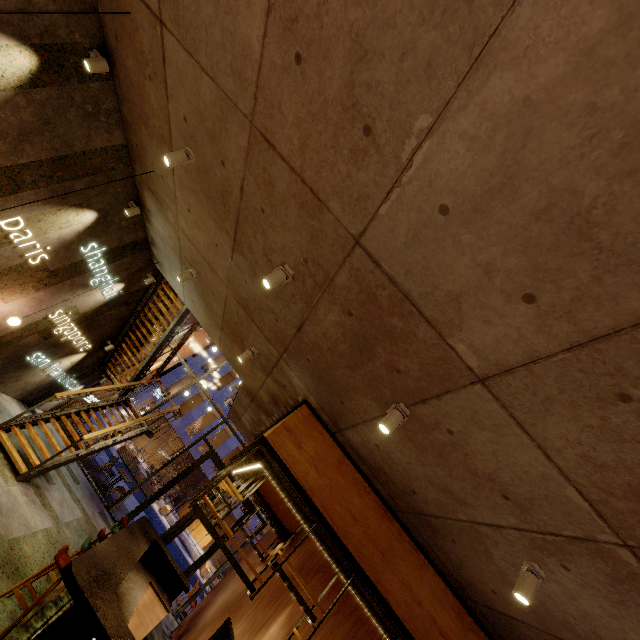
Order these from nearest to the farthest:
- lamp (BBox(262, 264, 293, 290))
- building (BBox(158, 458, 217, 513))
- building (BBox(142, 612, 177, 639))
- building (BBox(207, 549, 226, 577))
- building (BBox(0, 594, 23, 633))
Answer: lamp (BBox(262, 264, 293, 290)), building (BBox(0, 594, 23, 633)), building (BBox(142, 612, 177, 639)), building (BBox(207, 549, 226, 577)), building (BBox(158, 458, 217, 513))

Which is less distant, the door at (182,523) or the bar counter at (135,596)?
the bar counter at (135,596)

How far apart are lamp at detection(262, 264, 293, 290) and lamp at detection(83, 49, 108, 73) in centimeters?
366cm

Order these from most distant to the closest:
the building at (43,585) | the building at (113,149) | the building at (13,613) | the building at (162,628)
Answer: the building at (162,628) → the building at (43,585) → the building at (13,613) → the building at (113,149)

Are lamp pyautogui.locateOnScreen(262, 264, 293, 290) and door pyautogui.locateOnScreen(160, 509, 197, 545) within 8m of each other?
no

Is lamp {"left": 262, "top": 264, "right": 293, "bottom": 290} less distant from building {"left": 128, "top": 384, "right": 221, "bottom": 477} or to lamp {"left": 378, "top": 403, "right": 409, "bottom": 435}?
lamp {"left": 378, "top": 403, "right": 409, "bottom": 435}

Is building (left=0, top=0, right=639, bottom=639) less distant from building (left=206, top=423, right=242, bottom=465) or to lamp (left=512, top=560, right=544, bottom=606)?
lamp (left=512, top=560, right=544, bottom=606)

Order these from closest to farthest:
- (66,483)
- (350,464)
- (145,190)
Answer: (350,464)
(145,190)
(66,483)
